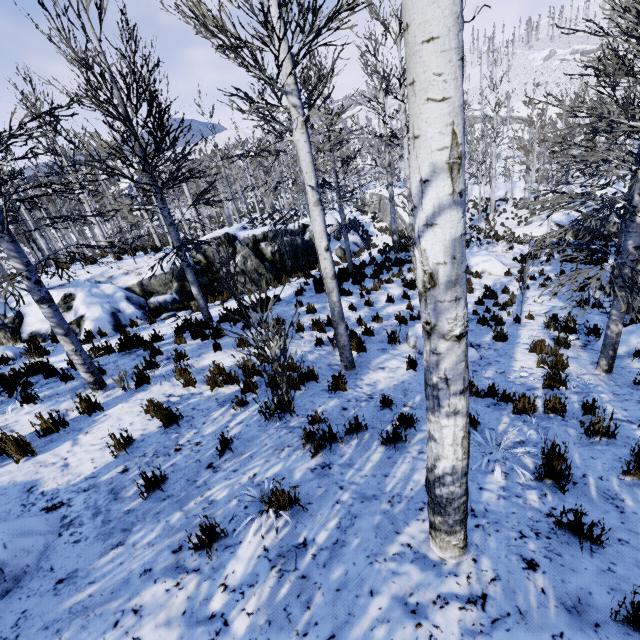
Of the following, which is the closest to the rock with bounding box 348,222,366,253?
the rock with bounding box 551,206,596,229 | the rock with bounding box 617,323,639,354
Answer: the rock with bounding box 551,206,596,229

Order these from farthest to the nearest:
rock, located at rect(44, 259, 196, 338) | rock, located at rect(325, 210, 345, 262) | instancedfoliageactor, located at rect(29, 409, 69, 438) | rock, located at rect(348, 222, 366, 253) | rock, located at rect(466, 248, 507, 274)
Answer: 1. rock, located at rect(348, 222, 366, 253)
2. rock, located at rect(325, 210, 345, 262)
3. rock, located at rect(466, 248, 507, 274)
4. rock, located at rect(44, 259, 196, 338)
5. instancedfoliageactor, located at rect(29, 409, 69, 438)

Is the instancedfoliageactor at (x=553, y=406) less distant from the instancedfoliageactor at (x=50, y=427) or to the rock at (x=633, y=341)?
the rock at (x=633, y=341)

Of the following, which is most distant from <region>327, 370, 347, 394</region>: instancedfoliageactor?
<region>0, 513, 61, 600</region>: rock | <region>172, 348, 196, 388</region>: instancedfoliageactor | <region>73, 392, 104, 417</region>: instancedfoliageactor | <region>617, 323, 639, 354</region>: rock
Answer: <region>172, 348, 196, 388</region>: instancedfoliageactor

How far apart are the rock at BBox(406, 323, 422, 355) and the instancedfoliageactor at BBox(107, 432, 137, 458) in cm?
586

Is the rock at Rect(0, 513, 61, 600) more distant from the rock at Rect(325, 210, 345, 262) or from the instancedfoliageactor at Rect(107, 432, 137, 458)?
the rock at Rect(325, 210, 345, 262)

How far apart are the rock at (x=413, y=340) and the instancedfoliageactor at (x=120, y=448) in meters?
5.9 m

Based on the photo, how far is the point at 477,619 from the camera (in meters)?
2.15
